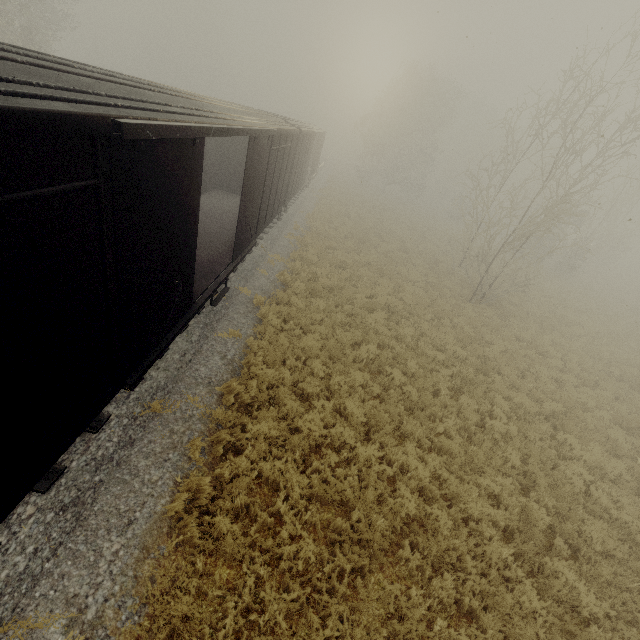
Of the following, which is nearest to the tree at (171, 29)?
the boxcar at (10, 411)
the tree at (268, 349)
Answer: the tree at (268, 349)

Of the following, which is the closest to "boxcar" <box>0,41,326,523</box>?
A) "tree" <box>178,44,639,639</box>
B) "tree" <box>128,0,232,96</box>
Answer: "tree" <box>178,44,639,639</box>

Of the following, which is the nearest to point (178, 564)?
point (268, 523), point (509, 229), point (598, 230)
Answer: point (268, 523)

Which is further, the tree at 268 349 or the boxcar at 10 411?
the tree at 268 349

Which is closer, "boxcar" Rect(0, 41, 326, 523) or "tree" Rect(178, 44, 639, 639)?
"boxcar" Rect(0, 41, 326, 523)

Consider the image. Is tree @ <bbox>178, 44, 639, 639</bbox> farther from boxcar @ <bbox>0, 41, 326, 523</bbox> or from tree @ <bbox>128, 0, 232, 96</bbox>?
tree @ <bbox>128, 0, 232, 96</bbox>
